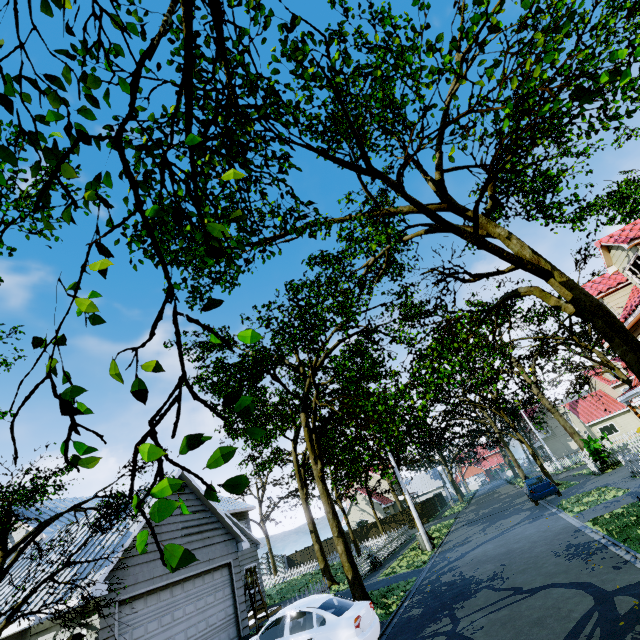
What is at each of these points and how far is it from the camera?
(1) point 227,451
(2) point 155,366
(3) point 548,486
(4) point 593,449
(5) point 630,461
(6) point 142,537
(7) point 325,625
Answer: (1) tree, 1.4m
(2) tree, 1.7m
(3) car, 20.2m
(4) plant, 22.4m
(5) fence, 16.3m
(6) tree, 1.3m
(7) car, 8.0m

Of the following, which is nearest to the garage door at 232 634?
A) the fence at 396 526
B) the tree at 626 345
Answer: the tree at 626 345

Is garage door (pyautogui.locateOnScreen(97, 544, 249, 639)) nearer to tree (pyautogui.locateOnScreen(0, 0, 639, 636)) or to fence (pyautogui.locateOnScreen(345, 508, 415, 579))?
tree (pyautogui.locateOnScreen(0, 0, 639, 636))

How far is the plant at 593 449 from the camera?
22.43m

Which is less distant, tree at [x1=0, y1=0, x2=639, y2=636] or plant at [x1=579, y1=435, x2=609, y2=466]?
tree at [x1=0, y1=0, x2=639, y2=636]

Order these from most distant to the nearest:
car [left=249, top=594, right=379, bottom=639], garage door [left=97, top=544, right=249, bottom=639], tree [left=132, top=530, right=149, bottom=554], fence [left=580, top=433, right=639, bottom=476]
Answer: fence [left=580, top=433, right=639, bottom=476] → garage door [left=97, top=544, right=249, bottom=639] → car [left=249, top=594, right=379, bottom=639] → tree [left=132, top=530, right=149, bottom=554]

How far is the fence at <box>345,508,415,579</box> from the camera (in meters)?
19.91

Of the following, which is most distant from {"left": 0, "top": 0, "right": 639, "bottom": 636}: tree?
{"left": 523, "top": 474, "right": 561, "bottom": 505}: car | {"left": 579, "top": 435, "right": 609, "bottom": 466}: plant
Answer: {"left": 579, "top": 435, "right": 609, "bottom": 466}: plant
